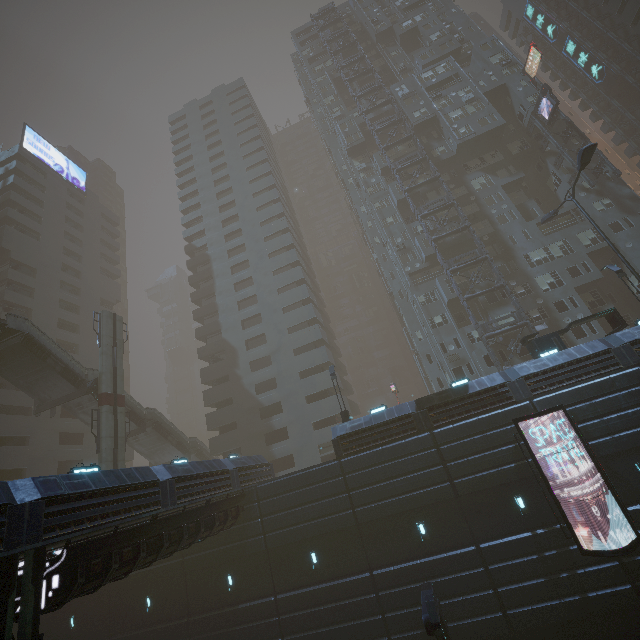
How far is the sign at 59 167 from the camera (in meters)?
47.25

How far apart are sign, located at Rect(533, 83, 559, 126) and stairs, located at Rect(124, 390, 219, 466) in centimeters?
5355cm

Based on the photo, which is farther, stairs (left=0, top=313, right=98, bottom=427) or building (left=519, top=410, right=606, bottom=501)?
stairs (left=0, top=313, right=98, bottom=427)

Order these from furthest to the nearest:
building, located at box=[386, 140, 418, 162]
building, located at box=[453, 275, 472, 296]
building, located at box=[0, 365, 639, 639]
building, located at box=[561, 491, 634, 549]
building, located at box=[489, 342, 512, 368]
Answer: building, located at box=[386, 140, 418, 162]
building, located at box=[453, 275, 472, 296]
building, located at box=[489, 342, 512, 368]
building, located at box=[561, 491, 634, 549]
building, located at box=[0, 365, 639, 639]

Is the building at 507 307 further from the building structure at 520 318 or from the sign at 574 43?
the sign at 574 43

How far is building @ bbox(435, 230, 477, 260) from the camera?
36.7 meters

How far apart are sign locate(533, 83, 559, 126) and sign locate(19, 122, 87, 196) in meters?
66.9 m

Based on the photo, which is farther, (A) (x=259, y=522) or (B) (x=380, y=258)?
(B) (x=380, y=258)
